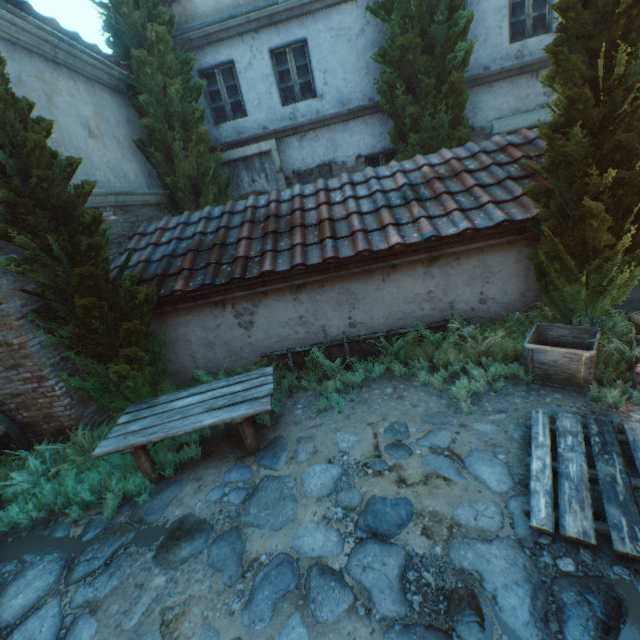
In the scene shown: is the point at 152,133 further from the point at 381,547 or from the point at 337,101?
the point at 381,547

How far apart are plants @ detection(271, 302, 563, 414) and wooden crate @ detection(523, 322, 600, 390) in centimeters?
4cm

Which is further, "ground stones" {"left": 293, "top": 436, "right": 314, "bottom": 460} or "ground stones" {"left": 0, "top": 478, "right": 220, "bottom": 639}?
"ground stones" {"left": 293, "top": 436, "right": 314, "bottom": 460}

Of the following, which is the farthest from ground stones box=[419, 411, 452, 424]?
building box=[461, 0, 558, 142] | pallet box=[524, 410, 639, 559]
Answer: building box=[461, 0, 558, 142]

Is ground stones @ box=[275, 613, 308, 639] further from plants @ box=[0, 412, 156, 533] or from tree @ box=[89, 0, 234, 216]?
tree @ box=[89, 0, 234, 216]

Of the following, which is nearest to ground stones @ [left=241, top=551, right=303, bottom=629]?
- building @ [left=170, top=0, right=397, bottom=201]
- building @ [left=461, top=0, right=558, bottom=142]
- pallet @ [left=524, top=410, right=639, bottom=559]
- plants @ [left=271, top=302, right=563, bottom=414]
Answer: pallet @ [left=524, top=410, right=639, bottom=559]

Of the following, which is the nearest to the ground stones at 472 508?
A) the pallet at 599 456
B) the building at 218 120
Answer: the pallet at 599 456

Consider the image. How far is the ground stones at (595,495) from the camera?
2.7 meters
